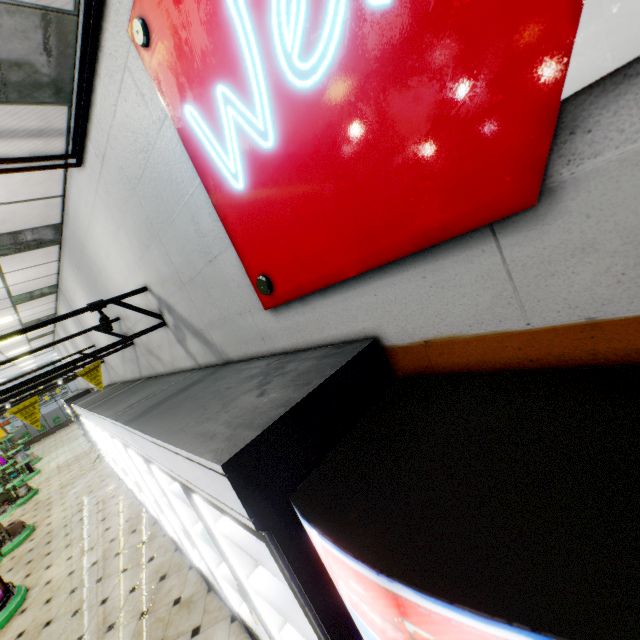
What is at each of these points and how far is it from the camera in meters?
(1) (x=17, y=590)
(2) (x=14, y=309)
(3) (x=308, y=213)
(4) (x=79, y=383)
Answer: (1) shelf, 5.1
(2) building, 8.0
(3) sign, 1.5
(4) building, 16.3

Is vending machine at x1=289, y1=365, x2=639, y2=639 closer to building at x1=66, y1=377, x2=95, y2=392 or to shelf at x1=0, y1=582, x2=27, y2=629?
building at x1=66, y1=377, x2=95, y2=392

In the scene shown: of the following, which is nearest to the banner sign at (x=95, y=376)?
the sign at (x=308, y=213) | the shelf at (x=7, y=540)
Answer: the sign at (x=308, y=213)

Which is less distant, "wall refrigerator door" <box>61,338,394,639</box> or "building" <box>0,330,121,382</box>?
"wall refrigerator door" <box>61,338,394,639</box>

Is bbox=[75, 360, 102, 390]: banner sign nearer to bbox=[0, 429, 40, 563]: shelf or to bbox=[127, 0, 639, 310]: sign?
bbox=[127, 0, 639, 310]: sign

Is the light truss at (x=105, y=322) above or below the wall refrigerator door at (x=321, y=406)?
above

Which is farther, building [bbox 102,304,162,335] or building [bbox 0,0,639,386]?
building [bbox 102,304,162,335]

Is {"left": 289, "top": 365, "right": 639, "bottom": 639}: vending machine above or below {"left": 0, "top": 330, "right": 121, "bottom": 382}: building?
below
